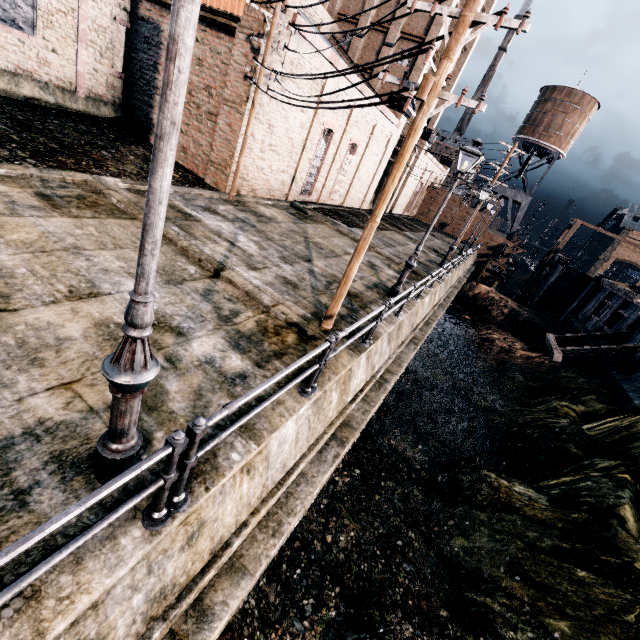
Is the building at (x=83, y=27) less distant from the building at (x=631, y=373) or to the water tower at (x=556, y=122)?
the water tower at (x=556, y=122)

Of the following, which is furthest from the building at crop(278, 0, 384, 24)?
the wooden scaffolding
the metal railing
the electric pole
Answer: the wooden scaffolding

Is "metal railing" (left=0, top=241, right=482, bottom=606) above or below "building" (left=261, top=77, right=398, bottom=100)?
below

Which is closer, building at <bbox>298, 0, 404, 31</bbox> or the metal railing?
the metal railing

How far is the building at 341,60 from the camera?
15.2 meters

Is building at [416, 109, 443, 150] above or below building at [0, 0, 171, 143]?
above

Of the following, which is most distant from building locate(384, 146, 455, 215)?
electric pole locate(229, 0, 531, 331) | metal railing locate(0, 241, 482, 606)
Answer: metal railing locate(0, 241, 482, 606)

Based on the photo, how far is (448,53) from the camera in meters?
5.4 m
